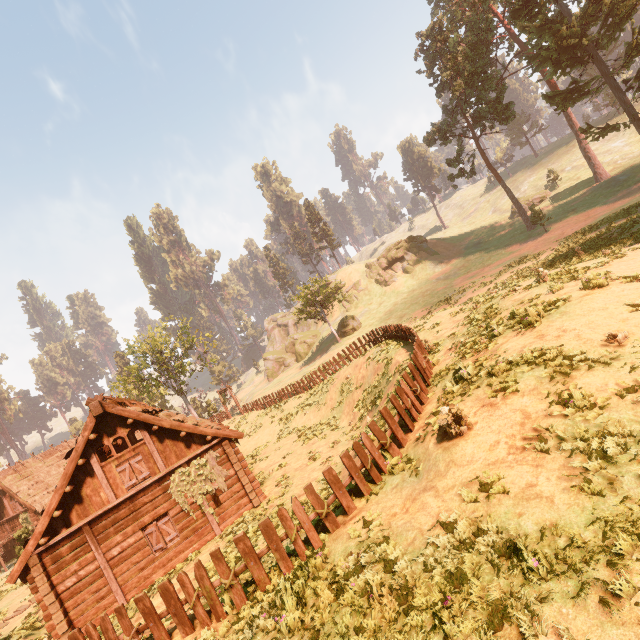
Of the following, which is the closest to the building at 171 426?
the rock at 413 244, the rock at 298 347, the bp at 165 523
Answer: the bp at 165 523

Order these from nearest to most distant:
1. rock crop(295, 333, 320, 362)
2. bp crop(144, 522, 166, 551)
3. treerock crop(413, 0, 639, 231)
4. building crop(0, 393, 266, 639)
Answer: building crop(0, 393, 266, 639) → bp crop(144, 522, 166, 551) → treerock crop(413, 0, 639, 231) → rock crop(295, 333, 320, 362)

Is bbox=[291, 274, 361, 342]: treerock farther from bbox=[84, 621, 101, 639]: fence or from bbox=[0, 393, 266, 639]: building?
bbox=[84, 621, 101, 639]: fence

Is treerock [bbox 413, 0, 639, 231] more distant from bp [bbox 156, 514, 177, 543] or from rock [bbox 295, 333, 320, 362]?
bp [bbox 156, 514, 177, 543]

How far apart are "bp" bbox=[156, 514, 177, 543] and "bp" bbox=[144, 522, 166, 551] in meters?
0.2

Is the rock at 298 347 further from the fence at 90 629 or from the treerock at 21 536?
the fence at 90 629

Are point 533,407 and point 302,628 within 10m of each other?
yes

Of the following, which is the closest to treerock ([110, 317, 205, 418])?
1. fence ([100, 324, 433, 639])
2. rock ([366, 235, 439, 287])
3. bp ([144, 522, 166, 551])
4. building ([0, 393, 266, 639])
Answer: building ([0, 393, 266, 639])
